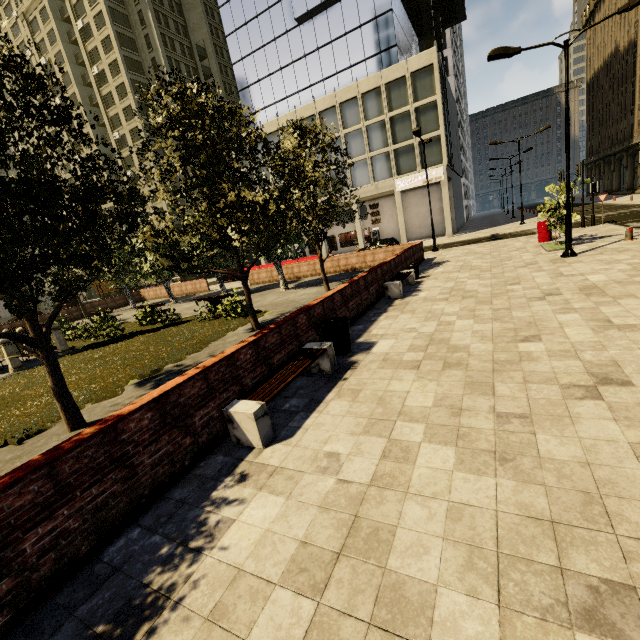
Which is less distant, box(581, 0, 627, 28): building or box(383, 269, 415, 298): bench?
box(383, 269, 415, 298): bench

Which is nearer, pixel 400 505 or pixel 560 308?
pixel 400 505

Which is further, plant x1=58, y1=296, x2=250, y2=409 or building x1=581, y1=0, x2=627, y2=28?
building x1=581, y1=0, x2=627, y2=28

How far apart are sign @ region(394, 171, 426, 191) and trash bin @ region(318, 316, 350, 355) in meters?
30.2 m

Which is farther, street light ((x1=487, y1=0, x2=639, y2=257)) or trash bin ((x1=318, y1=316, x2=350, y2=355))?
street light ((x1=487, y1=0, x2=639, y2=257))

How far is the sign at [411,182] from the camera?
32.6m

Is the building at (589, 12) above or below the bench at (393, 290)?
above
